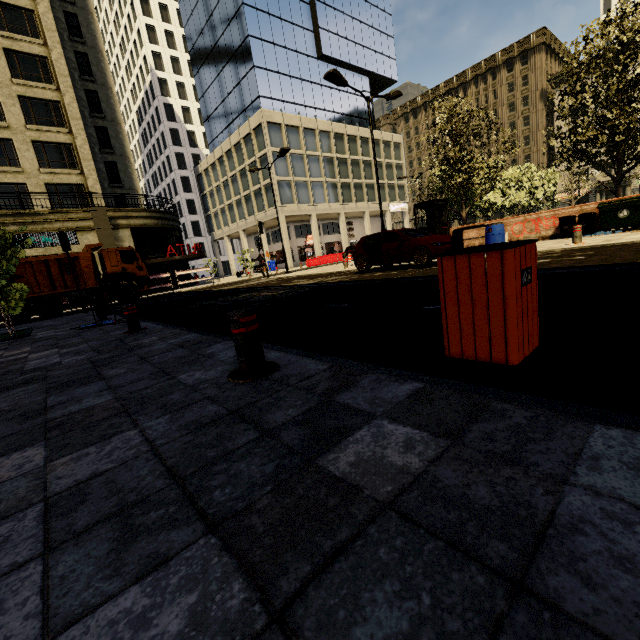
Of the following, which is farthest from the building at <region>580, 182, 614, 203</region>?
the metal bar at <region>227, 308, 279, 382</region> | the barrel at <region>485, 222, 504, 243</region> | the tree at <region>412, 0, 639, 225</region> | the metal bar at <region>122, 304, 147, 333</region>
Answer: the metal bar at <region>227, 308, 279, 382</region>

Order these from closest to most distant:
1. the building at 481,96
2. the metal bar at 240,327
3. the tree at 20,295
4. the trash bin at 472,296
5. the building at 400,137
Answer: → the trash bin at 472,296, the metal bar at 240,327, the tree at 20,295, the building at 400,137, the building at 481,96

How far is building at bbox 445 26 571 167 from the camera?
50.0 meters

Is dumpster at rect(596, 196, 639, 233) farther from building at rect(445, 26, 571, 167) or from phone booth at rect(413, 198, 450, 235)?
building at rect(445, 26, 571, 167)

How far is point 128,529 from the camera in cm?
122

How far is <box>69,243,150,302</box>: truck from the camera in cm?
1720

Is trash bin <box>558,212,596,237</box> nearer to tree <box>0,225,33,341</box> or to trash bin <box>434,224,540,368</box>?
tree <box>0,225,33,341</box>

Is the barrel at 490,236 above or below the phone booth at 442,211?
below
